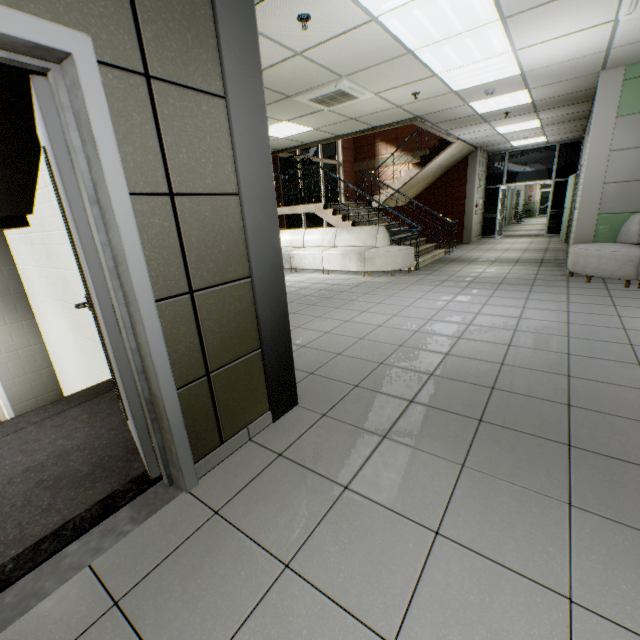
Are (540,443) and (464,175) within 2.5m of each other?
no

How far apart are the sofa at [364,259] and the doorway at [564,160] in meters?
7.3

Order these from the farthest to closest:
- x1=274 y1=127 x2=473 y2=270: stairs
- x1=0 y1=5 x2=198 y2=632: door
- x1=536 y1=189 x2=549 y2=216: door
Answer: x1=536 y1=189 x2=549 y2=216: door, x1=274 y1=127 x2=473 y2=270: stairs, x1=0 y1=5 x2=198 y2=632: door

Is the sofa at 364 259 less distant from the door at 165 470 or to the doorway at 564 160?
the door at 165 470

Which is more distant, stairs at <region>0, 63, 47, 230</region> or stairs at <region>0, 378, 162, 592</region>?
stairs at <region>0, 63, 47, 230</region>

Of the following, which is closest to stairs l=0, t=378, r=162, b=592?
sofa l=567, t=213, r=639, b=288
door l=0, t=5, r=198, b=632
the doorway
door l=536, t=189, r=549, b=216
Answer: door l=0, t=5, r=198, b=632

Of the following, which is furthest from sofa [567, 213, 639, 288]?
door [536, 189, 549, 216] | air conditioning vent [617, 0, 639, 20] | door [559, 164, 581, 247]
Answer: door [536, 189, 549, 216]

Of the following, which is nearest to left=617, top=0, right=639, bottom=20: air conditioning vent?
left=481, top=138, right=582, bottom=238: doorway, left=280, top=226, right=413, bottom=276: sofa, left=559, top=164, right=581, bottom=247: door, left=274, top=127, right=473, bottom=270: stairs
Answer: left=274, top=127, right=473, bottom=270: stairs
